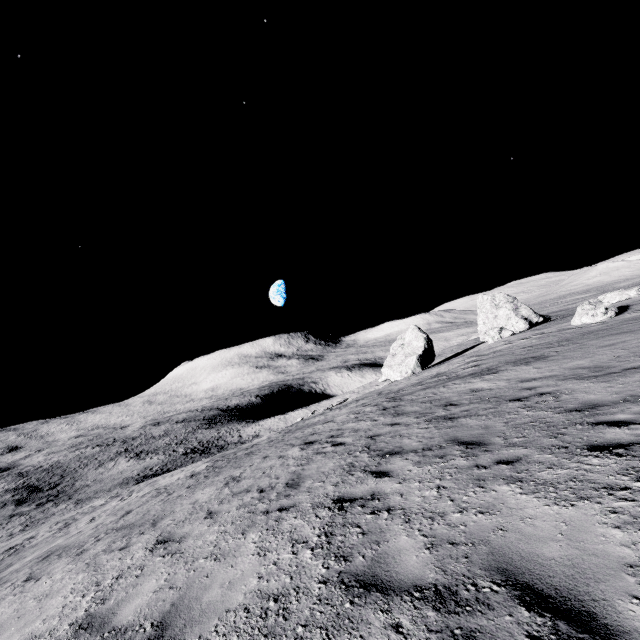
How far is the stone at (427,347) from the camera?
36.1m

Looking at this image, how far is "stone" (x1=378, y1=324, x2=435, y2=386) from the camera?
36.09m

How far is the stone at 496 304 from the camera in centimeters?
3625cm

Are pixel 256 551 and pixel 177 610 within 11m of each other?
yes

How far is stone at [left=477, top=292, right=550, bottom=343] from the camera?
36.25m
